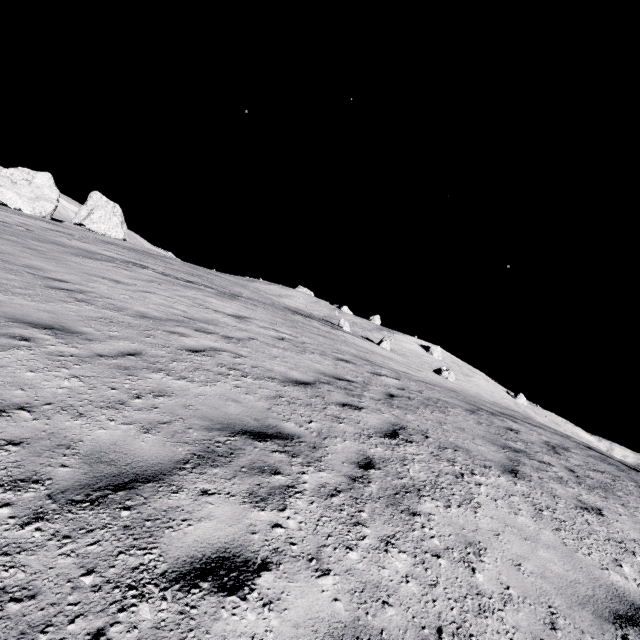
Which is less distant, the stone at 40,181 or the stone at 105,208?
the stone at 40,181

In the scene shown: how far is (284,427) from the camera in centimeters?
453cm

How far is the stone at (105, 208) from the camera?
48.3m

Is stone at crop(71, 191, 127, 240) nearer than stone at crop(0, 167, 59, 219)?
No

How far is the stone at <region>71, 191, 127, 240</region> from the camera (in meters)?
48.29
